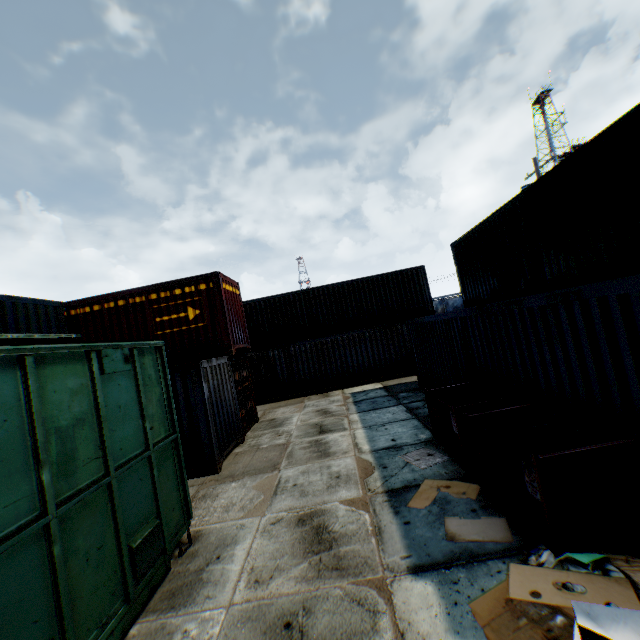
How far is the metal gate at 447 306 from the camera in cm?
5934

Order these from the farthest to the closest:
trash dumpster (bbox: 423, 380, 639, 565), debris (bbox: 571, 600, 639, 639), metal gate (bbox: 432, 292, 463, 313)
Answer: metal gate (bbox: 432, 292, 463, 313) < trash dumpster (bbox: 423, 380, 639, 565) < debris (bbox: 571, 600, 639, 639)

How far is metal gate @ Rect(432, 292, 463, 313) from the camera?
59.34m

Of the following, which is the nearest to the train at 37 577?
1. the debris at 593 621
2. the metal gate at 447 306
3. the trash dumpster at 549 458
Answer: the debris at 593 621

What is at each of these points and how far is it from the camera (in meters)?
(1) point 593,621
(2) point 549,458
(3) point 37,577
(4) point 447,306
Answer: (1) debris, 2.68
(2) trash dumpster, 3.62
(3) train, 2.87
(4) metal gate, 59.44

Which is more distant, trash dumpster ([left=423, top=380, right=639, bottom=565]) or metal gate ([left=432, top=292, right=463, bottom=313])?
metal gate ([left=432, top=292, right=463, bottom=313])

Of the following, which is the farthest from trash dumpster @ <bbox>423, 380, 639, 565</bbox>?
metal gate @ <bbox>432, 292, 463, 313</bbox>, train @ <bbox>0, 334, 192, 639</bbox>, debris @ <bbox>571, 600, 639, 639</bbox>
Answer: metal gate @ <bbox>432, 292, 463, 313</bbox>

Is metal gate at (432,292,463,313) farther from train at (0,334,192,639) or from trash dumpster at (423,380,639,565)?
train at (0,334,192,639)
